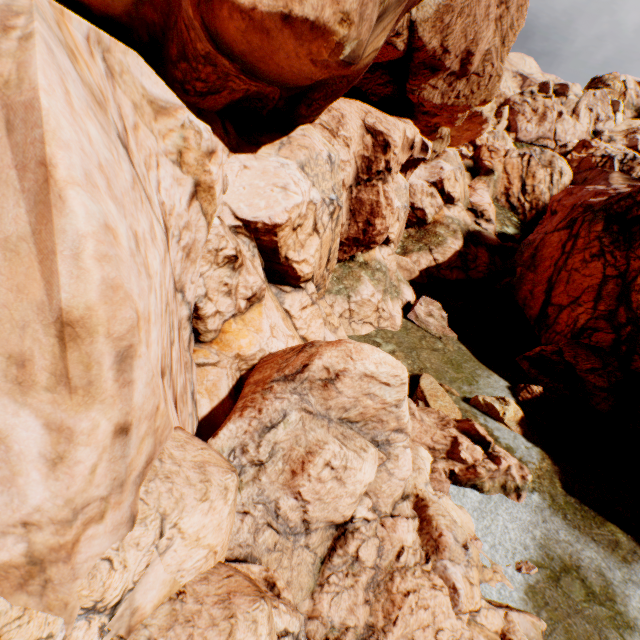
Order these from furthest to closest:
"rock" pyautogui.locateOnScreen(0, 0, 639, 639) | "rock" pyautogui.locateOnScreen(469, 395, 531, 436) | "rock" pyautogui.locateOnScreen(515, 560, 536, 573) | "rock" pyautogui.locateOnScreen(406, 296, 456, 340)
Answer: "rock" pyautogui.locateOnScreen(406, 296, 456, 340) < "rock" pyautogui.locateOnScreen(469, 395, 531, 436) < "rock" pyautogui.locateOnScreen(515, 560, 536, 573) < "rock" pyautogui.locateOnScreen(0, 0, 639, 639)

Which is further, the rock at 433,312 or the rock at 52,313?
the rock at 433,312

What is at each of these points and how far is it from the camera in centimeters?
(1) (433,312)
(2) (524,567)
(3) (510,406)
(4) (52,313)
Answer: (1) rock, 2189cm
(2) rock, 1037cm
(3) rock, 1558cm
(4) rock, 235cm

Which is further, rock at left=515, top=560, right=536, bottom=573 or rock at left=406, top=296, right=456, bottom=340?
rock at left=406, top=296, right=456, bottom=340

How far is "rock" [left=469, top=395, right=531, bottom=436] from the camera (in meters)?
15.39

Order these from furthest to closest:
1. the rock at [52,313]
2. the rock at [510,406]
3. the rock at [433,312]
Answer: the rock at [433,312], the rock at [510,406], the rock at [52,313]

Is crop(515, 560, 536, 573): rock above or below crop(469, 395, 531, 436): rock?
below
